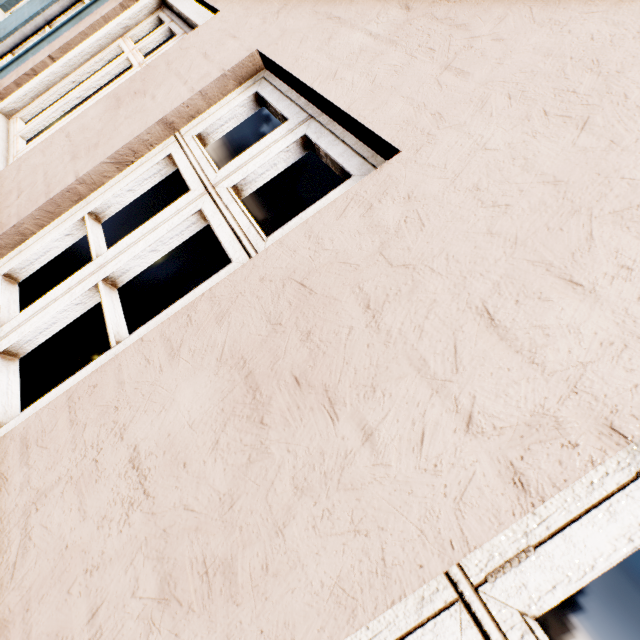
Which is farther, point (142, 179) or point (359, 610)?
point (142, 179)
